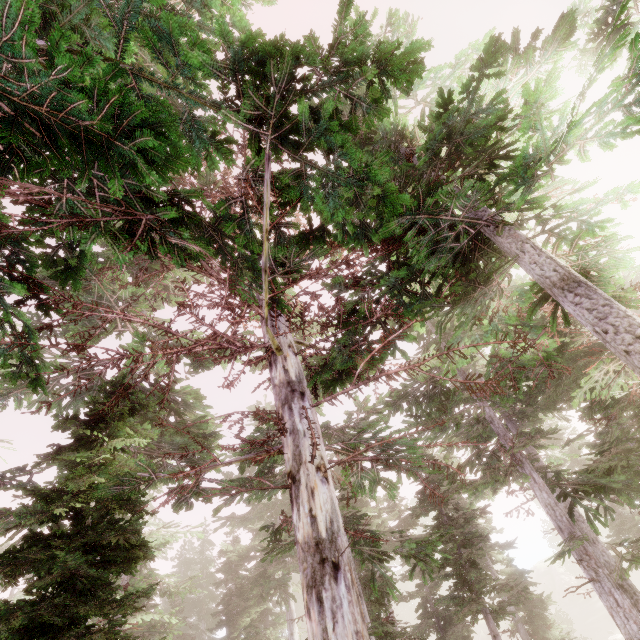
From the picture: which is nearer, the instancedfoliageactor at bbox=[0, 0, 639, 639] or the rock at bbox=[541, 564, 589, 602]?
the instancedfoliageactor at bbox=[0, 0, 639, 639]

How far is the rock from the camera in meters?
53.5

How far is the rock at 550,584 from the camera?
53.5m

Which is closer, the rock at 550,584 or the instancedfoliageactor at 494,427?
the instancedfoliageactor at 494,427

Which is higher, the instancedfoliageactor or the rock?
the instancedfoliageactor

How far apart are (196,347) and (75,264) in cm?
242
